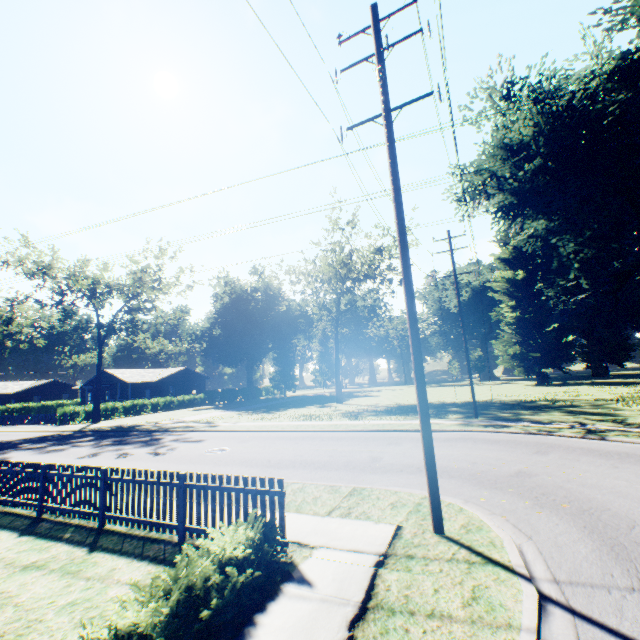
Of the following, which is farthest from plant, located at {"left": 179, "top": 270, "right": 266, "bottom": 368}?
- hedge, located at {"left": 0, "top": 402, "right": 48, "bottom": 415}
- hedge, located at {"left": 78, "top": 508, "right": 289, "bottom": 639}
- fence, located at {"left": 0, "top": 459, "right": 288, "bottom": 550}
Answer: hedge, located at {"left": 78, "top": 508, "right": 289, "bottom": 639}

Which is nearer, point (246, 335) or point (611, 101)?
point (611, 101)

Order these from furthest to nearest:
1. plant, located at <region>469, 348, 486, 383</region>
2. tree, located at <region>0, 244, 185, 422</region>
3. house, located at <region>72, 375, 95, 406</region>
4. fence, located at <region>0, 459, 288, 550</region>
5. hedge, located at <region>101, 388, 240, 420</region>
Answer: plant, located at <region>469, 348, 486, 383</region>, house, located at <region>72, 375, 95, 406</region>, hedge, located at <region>101, 388, 240, 420</region>, tree, located at <region>0, 244, 185, 422</region>, fence, located at <region>0, 459, 288, 550</region>

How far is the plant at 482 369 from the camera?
57.3 meters

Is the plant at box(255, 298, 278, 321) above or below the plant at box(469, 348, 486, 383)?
above

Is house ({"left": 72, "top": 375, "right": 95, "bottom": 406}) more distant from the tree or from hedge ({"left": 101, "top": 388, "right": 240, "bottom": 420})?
the tree

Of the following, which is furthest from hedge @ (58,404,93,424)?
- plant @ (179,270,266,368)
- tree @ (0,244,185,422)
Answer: plant @ (179,270,266,368)

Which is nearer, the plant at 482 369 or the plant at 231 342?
the plant at 231 342
